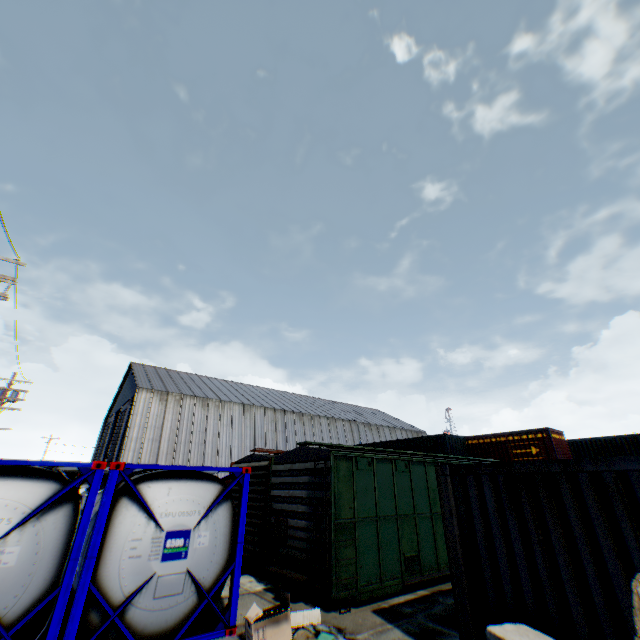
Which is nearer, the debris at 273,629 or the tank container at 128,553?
the tank container at 128,553

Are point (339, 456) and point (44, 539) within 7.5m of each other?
yes

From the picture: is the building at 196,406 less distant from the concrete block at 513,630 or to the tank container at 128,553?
the tank container at 128,553

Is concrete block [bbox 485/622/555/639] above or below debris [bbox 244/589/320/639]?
above

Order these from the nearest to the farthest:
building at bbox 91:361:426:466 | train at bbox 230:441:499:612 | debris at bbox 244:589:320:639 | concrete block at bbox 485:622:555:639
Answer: concrete block at bbox 485:622:555:639 → debris at bbox 244:589:320:639 → train at bbox 230:441:499:612 → building at bbox 91:361:426:466

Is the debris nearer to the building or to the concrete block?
the concrete block

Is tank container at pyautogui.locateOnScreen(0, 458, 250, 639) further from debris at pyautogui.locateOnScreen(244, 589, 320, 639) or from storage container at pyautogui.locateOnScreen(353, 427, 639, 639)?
storage container at pyautogui.locateOnScreen(353, 427, 639, 639)

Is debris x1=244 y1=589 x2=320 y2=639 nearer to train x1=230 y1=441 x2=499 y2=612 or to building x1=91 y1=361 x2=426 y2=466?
train x1=230 y1=441 x2=499 y2=612
